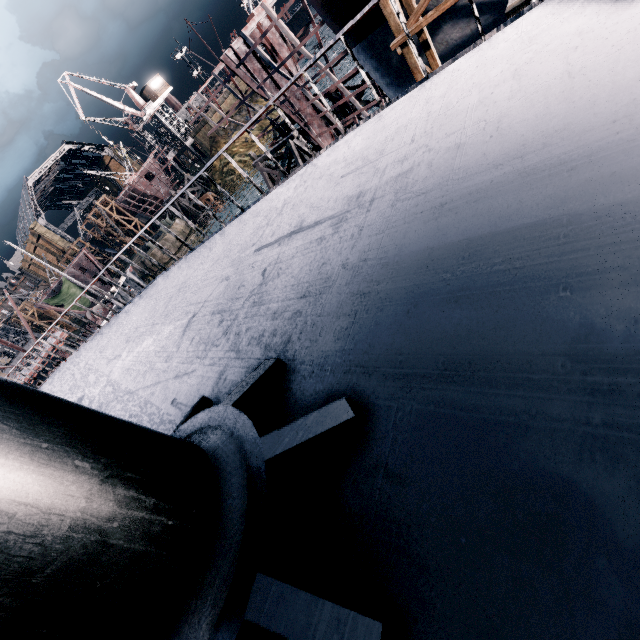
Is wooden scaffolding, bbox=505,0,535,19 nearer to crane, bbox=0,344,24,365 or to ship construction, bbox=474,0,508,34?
ship construction, bbox=474,0,508,34

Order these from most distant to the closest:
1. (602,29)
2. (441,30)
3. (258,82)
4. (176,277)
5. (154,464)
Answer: (258,82)
(441,30)
(176,277)
(602,29)
(154,464)

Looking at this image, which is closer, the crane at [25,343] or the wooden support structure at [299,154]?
the wooden support structure at [299,154]

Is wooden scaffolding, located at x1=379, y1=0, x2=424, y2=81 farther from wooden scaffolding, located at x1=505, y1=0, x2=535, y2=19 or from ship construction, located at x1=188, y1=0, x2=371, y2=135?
wooden scaffolding, located at x1=505, y1=0, x2=535, y2=19

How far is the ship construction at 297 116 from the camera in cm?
2472

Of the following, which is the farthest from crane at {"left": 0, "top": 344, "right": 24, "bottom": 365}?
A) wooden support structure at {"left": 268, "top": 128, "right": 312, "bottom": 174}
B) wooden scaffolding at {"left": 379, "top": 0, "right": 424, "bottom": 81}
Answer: wooden scaffolding at {"left": 379, "top": 0, "right": 424, "bottom": 81}

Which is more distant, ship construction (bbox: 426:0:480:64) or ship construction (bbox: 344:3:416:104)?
ship construction (bbox: 344:3:416:104)

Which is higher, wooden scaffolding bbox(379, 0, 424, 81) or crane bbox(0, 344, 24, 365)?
crane bbox(0, 344, 24, 365)
